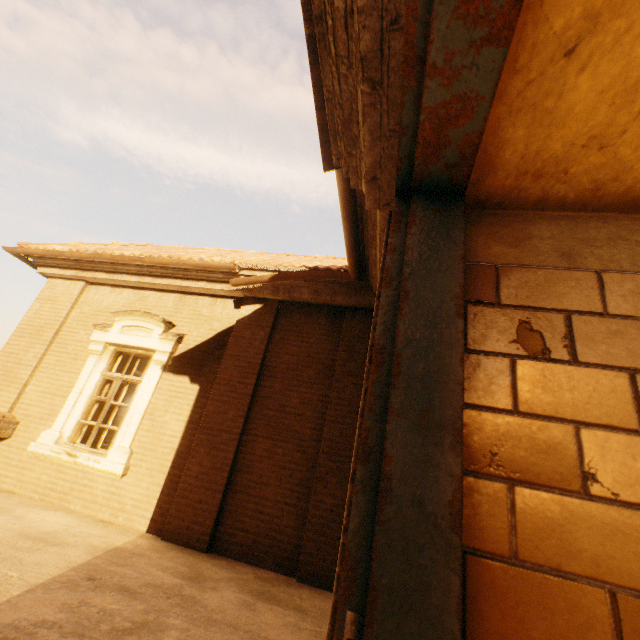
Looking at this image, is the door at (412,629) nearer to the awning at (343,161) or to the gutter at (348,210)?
the awning at (343,161)

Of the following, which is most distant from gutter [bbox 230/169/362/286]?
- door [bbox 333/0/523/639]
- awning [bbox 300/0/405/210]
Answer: door [bbox 333/0/523/639]

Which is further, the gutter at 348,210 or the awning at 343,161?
the gutter at 348,210

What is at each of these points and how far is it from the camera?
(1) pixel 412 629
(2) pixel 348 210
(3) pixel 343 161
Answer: (1) door, 0.5m
(2) gutter, 4.1m
(3) awning, 2.0m

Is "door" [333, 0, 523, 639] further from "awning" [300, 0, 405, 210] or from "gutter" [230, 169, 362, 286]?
"gutter" [230, 169, 362, 286]

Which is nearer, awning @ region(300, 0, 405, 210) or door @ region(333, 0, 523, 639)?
door @ region(333, 0, 523, 639)

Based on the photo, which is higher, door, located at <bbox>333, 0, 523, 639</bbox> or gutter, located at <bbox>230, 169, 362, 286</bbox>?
gutter, located at <bbox>230, 169, 362, 286</bbox>

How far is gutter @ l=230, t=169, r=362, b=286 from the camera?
3.9m
